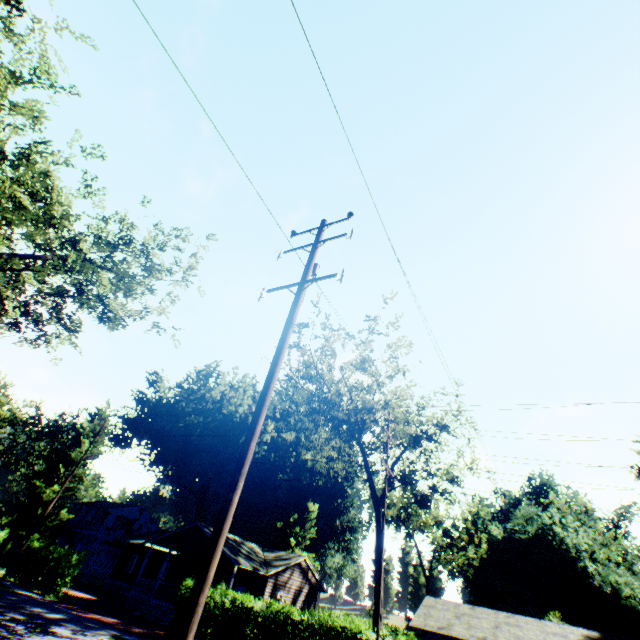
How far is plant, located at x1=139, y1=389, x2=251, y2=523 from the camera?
51.22m

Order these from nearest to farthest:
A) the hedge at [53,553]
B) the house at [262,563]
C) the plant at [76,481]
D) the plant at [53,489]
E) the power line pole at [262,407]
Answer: the power line pole at [262,407] → the hedge at [53,553] → the house at [262,563] → the plant at [53,489] → the plant at [76,481]

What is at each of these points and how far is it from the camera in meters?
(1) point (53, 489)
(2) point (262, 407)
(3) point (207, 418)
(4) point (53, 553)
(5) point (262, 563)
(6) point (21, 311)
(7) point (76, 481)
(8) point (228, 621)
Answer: (1) plant, 37.0
(2) power line pole, 5.8
(3) plant, 56.3
(4) hedge, 24.8
(5) house, 29.1
(6) tree, 14.2
(7) plant, 40.3
(8) hedge, 16.7

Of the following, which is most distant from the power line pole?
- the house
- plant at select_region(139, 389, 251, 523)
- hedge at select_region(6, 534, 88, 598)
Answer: plant at select_region(139, 389, 251, 523)

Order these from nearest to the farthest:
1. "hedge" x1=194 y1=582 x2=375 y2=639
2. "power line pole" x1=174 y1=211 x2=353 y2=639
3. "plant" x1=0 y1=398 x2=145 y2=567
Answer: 1. "power line pole" x1=174 y1=211 x2=353 y2=639
2. "hedge" x1=194 y1=582 x2=375 y2=639
3. "plant" x1=0 y1=398 x2=145 y2=567

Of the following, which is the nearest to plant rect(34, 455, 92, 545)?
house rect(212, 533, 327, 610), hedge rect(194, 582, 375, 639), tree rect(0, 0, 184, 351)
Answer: house rect(212, 533, 327, 610)

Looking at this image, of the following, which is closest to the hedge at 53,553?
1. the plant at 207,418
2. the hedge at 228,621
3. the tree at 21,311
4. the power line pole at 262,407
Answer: the hedge at 228,621

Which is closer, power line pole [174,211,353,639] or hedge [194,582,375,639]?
power line pole [174,211,353,639]
